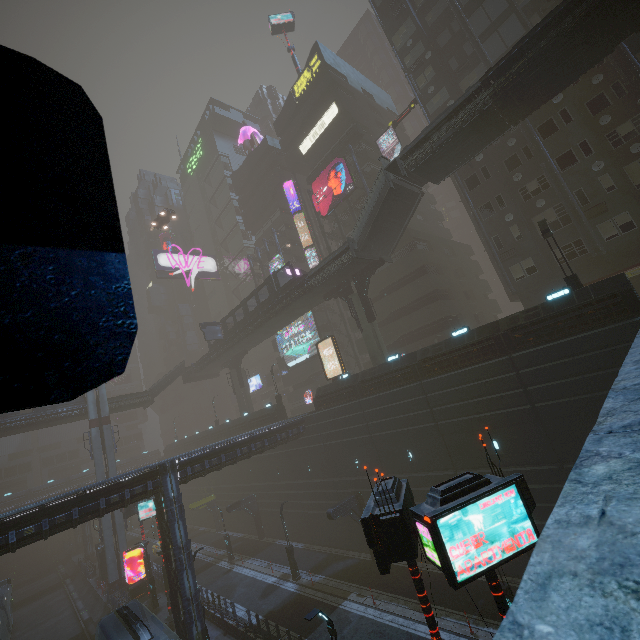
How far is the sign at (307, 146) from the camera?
40.06m

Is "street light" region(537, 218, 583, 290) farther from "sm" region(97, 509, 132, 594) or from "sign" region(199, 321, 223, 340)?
"sm" region(97, 509, 132, 594)

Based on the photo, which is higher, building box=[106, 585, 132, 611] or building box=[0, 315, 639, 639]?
building box=[0, 315, 639, 639]

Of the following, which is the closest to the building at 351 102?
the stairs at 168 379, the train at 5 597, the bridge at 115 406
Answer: the train at 5 597

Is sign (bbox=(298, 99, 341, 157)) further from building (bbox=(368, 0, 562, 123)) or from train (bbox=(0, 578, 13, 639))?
train (bbox=(0, 578, 13, 639))

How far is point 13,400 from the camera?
1.28m

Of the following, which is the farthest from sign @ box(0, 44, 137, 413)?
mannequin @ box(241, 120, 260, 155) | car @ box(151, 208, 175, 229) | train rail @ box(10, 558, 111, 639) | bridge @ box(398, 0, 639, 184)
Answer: mannequin @ box(241, 120, 260, 155)

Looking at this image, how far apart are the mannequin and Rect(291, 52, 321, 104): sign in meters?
13.2 m
